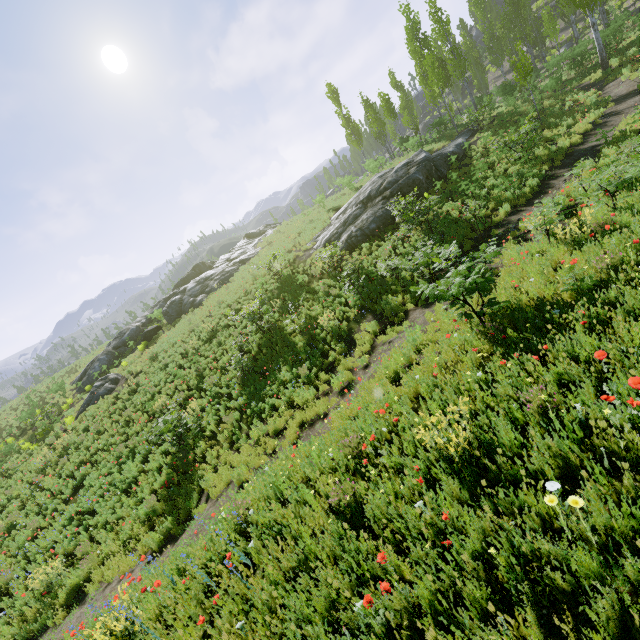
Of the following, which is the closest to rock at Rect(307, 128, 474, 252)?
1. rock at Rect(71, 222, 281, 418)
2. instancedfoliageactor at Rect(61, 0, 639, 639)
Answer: instancedfoliageactor at Rect(61, 0, 639, 639)

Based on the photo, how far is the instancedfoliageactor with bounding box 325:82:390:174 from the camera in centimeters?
2888cm

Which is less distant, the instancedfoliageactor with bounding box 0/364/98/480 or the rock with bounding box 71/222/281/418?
the instancedfoliageactor with bounding box 0/364/98/480

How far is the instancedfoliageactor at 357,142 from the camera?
28.88m

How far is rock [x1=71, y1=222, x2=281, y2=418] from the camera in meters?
21.8

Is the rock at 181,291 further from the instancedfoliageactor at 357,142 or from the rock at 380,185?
the instancedfoliageactor at 357,142

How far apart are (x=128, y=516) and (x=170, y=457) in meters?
2.0
